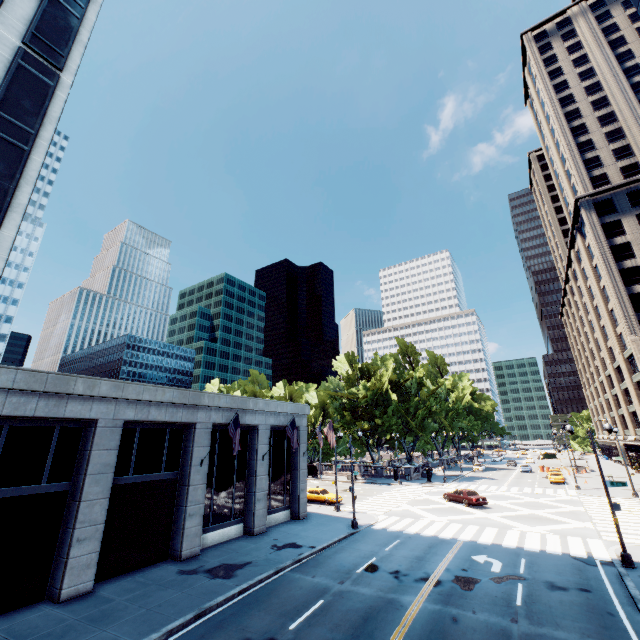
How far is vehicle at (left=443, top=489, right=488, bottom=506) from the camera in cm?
3183

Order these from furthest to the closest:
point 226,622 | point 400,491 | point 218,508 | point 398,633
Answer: point 400,491, point 218,508, point 226,622, point 398,633

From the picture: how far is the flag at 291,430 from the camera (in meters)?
24.36

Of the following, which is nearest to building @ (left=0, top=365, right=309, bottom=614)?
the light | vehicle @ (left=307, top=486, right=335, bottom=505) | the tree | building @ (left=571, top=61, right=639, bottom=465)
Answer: vehicle @ (left=307, top=486, right=335, bottom=505)

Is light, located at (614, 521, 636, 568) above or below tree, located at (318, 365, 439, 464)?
below

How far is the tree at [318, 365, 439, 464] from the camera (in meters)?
54.50

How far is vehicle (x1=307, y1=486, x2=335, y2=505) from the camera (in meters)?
34.62

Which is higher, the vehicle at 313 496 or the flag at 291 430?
the flag at 291 430
